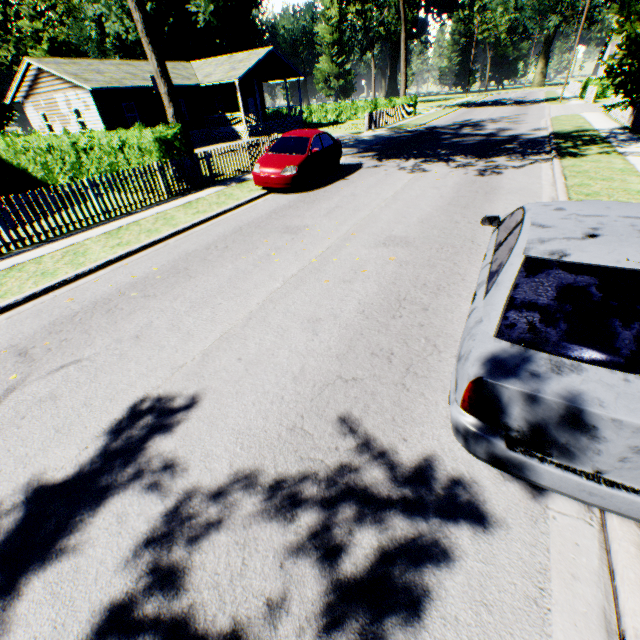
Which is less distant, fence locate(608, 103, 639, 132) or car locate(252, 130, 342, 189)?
car locate(252, 130, 342, 189)

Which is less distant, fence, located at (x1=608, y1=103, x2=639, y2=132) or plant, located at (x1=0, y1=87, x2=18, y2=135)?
fence, located at (x1=608, y1=103, x2=639, y2=132)

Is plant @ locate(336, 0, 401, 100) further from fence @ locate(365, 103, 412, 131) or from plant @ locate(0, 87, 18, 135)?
plant @ locate(0, 87, 18, 135)

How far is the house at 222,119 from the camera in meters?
28.4 m

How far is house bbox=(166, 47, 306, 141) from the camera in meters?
28.4 m

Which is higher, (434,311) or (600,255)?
(600,255)

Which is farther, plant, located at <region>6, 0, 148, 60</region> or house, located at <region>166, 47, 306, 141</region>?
plant, located at <region>6, 0, 148, 60</region>

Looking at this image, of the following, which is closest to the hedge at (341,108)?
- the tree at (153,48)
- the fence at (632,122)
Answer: the fence at (632,122)
